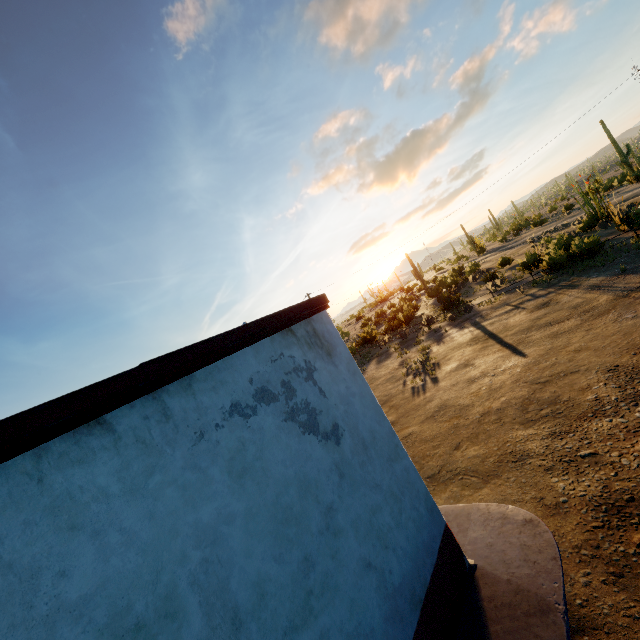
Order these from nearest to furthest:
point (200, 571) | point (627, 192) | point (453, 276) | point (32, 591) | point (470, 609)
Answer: point (32, 591), point (200, 571), point (470, 609), point (627, 192), point (453, 276)

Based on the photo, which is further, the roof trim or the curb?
the curb

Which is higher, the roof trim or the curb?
the roof trim

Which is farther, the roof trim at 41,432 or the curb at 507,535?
the curb at 507,535

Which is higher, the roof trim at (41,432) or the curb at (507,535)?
the roof trim at (41,432)
